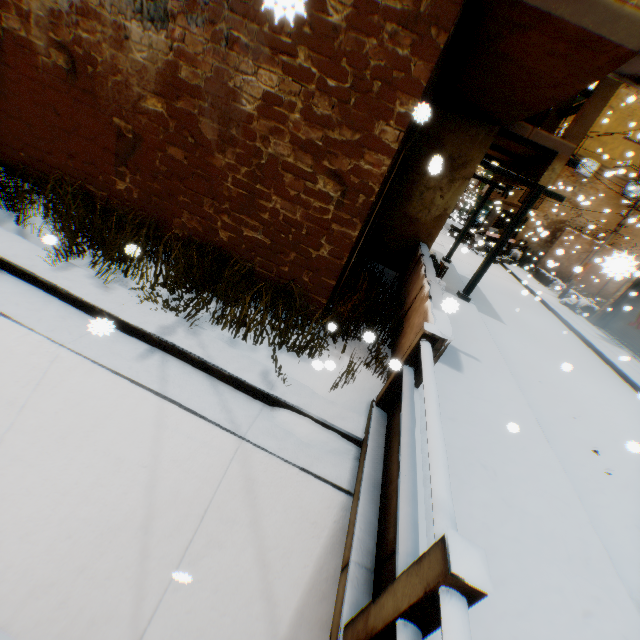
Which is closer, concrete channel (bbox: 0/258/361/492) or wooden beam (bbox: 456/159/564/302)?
concrete channel (bbox: 0/258/361/492)

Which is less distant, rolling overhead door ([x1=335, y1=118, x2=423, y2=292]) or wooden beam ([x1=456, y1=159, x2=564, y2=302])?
rolling overhead door ([x1=335, y1=118, x2=423, y2=292])

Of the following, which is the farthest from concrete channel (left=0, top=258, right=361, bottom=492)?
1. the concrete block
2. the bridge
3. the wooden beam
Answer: the concrete block

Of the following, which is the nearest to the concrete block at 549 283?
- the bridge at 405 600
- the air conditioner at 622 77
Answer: the air conditioner at 622 77

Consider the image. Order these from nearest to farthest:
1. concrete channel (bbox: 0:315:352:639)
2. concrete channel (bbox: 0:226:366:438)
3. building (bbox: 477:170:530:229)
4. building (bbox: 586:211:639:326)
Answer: concrete channel (bbox: 0:315:352:639) < concrete channel (bbox: 0:226:366:438) < building (bbox: 477:170:530:229) < building (bbox: 586:211:639:326)

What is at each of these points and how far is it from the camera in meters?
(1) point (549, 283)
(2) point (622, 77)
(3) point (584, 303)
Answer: (1) concrete block, 18.4 m
(2) air conditioner, 3.8 m
(3) trash bag, 14.3 m

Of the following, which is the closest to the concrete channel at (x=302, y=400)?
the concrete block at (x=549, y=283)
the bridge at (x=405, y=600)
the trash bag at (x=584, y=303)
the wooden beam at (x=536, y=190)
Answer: the bridge at (x=405, y=600)

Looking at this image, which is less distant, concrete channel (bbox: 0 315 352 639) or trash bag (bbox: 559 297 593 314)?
concrete channel (bbox: 0 315 352 639)
